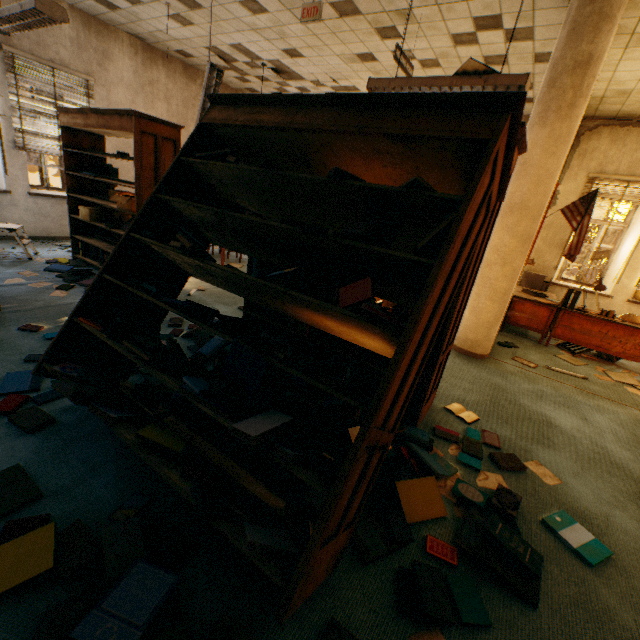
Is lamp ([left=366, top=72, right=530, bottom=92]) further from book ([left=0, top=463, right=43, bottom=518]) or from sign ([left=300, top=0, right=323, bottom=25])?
book ([left=0, top=463, right=43, bottom=518])

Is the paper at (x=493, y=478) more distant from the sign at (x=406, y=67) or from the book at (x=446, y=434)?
the sign at (x=406, y=67)

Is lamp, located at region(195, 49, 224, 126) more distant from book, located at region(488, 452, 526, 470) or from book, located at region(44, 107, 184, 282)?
book, located at region(488, 452, 526, 470)

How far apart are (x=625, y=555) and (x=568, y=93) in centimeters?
410cm

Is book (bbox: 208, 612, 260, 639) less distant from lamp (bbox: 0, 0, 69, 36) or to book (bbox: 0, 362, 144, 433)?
book (bbox: 0, 362, 144, 433)

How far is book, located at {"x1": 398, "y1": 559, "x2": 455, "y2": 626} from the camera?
1.38m

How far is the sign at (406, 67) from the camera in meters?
3.9 m

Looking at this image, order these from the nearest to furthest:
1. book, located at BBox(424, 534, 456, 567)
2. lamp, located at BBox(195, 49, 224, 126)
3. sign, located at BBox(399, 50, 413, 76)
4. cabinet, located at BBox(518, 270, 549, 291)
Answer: book, located at BBox(424, 534, 456, 567) → sign, located at BBox(399, 50, 413, 76) → lamp, located at BBox(195, 49, 224, 126) → cabinet, located at BBox(518, 270, 549, 291)
